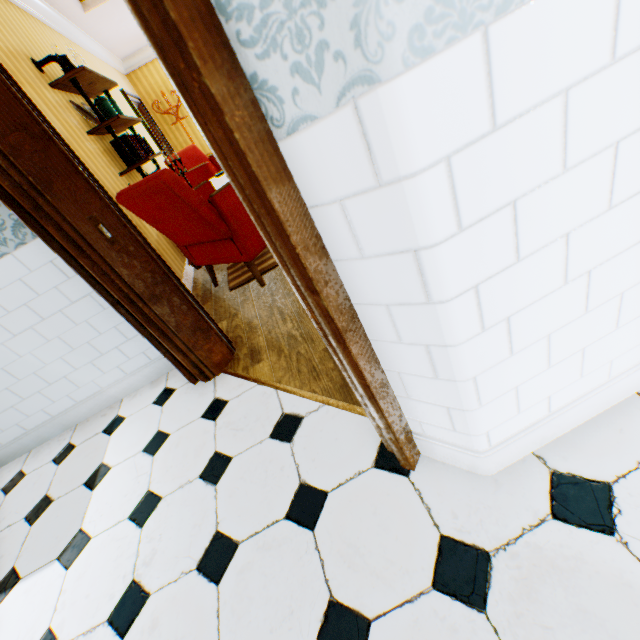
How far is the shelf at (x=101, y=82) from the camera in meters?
3.0

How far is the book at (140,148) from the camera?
3.5m

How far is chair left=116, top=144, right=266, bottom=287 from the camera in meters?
2.3 m

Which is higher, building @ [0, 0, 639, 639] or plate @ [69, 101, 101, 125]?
plate @ [69, 101, 101, 125]

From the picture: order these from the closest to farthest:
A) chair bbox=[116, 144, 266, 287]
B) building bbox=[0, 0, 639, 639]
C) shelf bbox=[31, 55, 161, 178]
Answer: building bbox=[0, 0, 639, 639]
chair bbox=[116, 144, 266, 287]
shelf bbox=[31, 55, 161, 178]

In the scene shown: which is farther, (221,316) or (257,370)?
(221,316)

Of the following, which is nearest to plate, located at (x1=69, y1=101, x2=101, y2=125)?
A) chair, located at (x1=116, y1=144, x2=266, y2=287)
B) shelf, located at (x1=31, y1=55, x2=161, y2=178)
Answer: shelf, located at (x1=31, y1=55, x2=161, y2=178)

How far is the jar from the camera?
3.4 meters
